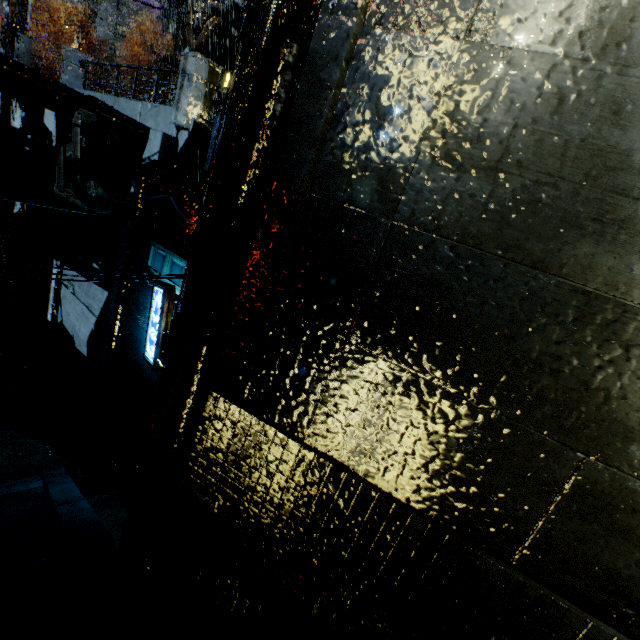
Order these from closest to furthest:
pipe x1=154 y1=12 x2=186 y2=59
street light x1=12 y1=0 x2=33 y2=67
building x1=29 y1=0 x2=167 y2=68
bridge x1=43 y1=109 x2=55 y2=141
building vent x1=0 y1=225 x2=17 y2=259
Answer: street light x1=12 y1=0 x2=33 y2=67
bridge x1=43 y1=109 x2=55 y2=141
building vent x1=0 y1=225 x2=17 y2=259
building x1=29 y1=0 x2=167 y2=68
pipe x1=154 y1=12 x2=186 y2=59

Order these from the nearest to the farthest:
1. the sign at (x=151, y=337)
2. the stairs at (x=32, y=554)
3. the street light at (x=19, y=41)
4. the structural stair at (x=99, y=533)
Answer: the structural stair at (x=99, y=533) < the stairs at (x=32, y=554) < the sign at (x=151, y=337) < the street light at (x=19, y=41)

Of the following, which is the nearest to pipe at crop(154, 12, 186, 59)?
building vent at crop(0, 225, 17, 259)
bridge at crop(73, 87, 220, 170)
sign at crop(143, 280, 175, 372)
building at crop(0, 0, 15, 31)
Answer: building at crop(0, 0, 15, 31)

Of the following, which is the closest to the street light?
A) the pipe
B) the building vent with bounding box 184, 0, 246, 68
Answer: the building vent with bounding box 184, 0, 246, 68

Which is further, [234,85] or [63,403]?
[63,403]

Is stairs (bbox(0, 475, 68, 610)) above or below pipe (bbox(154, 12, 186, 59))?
below

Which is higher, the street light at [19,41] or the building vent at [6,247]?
the street light at [19,41]

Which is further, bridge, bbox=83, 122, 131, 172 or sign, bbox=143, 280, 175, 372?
bridge, bbox=83, 122, 131, 172
